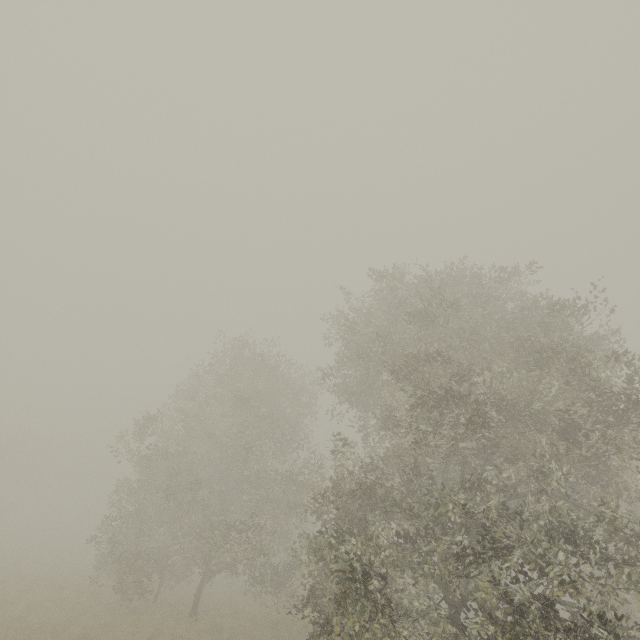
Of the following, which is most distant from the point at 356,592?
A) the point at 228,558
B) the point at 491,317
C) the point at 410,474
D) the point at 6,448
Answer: the point at 6,448
